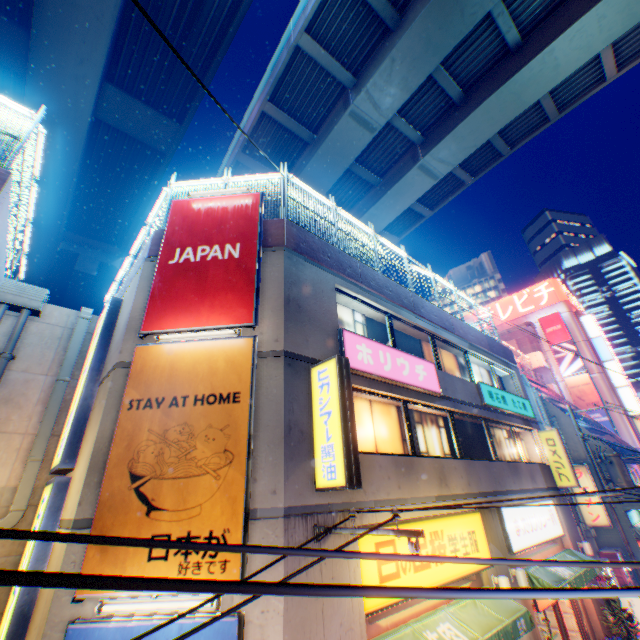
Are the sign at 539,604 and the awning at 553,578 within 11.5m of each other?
yes

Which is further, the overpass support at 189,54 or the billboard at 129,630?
the overpass support at 189,54

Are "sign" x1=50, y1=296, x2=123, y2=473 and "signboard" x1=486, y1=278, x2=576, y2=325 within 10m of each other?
no

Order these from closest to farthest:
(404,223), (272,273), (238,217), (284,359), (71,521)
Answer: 1. (71,521)
2. (284,359)
3. (272,273)
4. (238,217)
5. (404,223)

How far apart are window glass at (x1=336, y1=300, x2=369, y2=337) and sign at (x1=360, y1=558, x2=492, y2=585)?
4.4m

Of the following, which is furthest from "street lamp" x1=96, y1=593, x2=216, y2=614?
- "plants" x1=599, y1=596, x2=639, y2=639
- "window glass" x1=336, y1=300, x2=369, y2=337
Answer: "plants" x1=599, y1=596, x2=639, y2=639

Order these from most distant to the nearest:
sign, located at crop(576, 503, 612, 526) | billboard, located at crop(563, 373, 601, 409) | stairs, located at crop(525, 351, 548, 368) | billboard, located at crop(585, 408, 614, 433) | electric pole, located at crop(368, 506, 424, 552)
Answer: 1. stairs, located at crop(525, 351, 548, 368)
2. billboard, located at crop(563, 373, 601, 409)
3. billboard, located at crop(585, 408, 614, 433)
4. sign, located at crop(576, 503, 612, 526)
5. electric pole, located at crop(368, 506, 424, 552)

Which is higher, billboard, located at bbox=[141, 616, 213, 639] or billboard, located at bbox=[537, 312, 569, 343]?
billboard, located at bbox=[537, 312, 569, 343]
